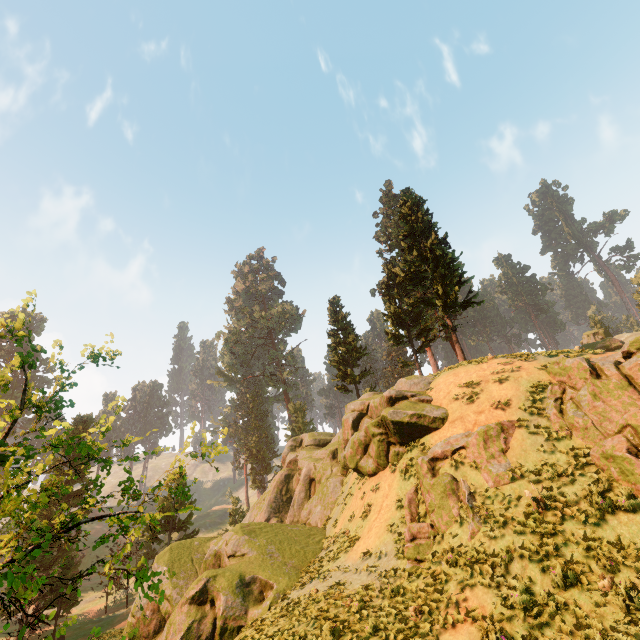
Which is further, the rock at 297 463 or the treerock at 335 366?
the treerock at 335 366

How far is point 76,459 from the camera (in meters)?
4.19

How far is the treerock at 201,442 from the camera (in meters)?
6.33

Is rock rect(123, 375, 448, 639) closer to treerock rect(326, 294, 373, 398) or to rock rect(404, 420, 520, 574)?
rock rect(404, 420, 520, 574)

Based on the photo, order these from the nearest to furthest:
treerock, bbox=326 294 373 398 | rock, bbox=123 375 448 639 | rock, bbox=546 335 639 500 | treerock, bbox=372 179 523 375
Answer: rock, bbox=546 335 639 500 < rock, bbox=123 375 448 639 < treerock, bbox=372 179 523 375 < treerock, bbox=326 294 373 398

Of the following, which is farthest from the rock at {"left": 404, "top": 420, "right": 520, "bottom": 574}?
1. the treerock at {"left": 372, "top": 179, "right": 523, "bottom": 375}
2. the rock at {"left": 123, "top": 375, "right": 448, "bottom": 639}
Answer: the treerock at {"left": 372, "top": 179, "right": 523, "bottom": 375}

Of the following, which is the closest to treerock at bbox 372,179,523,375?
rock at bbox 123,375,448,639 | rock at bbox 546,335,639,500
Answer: rock at bbox 123,375,448,639

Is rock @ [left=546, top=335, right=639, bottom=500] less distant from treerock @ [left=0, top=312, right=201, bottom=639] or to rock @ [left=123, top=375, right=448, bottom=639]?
rock @ [left=123, top=375, right=448, bottom=639]
